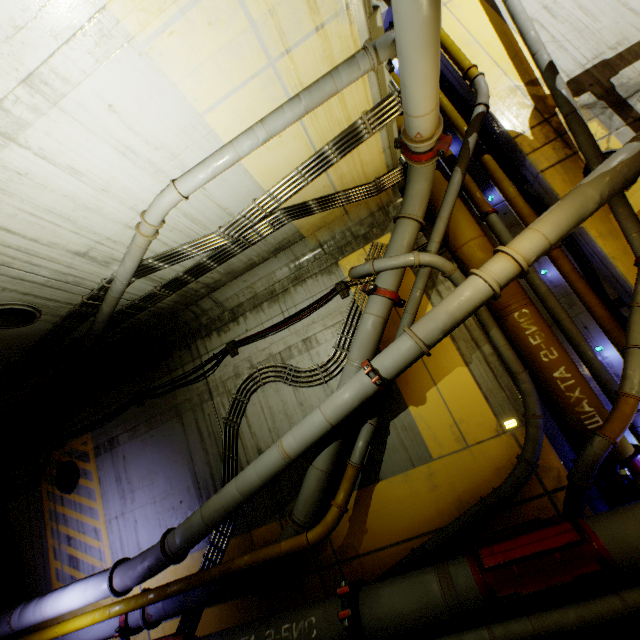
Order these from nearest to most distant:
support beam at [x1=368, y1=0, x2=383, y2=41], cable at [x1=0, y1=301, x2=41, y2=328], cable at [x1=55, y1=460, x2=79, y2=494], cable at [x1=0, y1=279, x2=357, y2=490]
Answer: support beam at [x1=368, y1=0, x2=383, y2=41] < cable at [x1=0, y1=301, x2=41, y2=328] < cable at [x1=0, y1=279, x2=357, y2=490] < cable at [x1=55, y1=460, x2=79, y2=494]

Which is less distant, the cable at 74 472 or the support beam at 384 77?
the support beam at 384 77

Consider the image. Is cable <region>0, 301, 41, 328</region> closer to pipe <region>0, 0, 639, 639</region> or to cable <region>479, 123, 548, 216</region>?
pipe <region>0, 0, 639, 639</region>

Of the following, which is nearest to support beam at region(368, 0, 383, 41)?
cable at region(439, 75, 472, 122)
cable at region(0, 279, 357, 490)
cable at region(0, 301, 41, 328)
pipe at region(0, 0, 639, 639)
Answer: pipe at region(0, 0, 639, 639)

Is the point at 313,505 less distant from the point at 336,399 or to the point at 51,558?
the point at 336,399

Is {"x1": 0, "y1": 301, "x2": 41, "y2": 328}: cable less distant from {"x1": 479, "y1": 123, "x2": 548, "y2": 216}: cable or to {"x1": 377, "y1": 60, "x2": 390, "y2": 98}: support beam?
{"x1": 377, "y1": 60, "x2": 390, "y2": 98}: support beam

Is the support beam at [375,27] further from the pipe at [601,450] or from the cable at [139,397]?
the cable at [139,397]

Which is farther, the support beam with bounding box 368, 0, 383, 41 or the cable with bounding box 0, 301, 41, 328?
the cable with bounding box 0, 301, 41, 328
